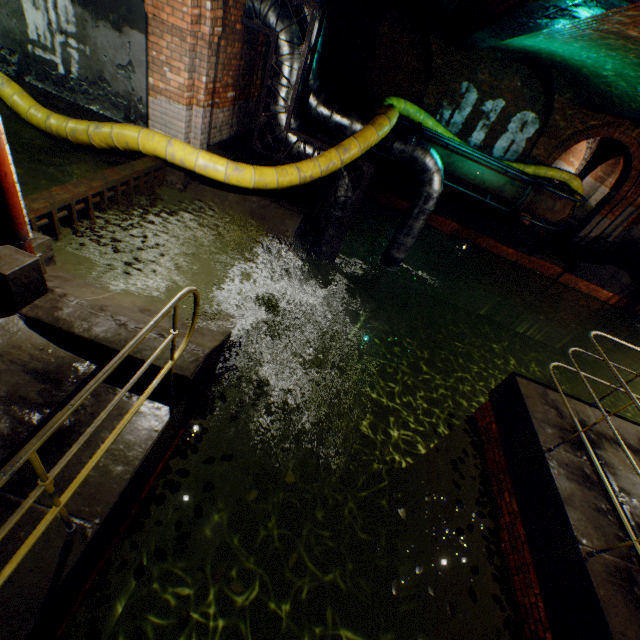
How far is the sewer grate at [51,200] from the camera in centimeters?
399cm

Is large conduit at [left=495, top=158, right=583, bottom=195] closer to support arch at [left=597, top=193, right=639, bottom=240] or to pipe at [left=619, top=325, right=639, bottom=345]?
support arch at [left=597, top=193, right=639, bottom=240]

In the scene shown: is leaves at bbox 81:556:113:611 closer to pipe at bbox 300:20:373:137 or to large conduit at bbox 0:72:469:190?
large conduit at bbox 0:72:469:190

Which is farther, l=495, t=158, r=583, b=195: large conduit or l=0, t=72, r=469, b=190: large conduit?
l=495, t=158, r=583, b=195: large conduit

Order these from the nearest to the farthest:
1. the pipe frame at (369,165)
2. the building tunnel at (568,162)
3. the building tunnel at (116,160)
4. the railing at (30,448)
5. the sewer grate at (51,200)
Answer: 1. the railing at (30,448)
2. the sewer grate at (51,200)
3. the building tunnel at (116,160)
4. the pipe frame at (369,165)
5. the building tunnel at (568,162)

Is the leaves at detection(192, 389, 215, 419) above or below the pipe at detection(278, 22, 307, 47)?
below

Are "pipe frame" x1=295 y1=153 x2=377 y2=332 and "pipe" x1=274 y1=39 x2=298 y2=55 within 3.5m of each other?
yes

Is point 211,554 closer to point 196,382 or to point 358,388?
point 196,382
